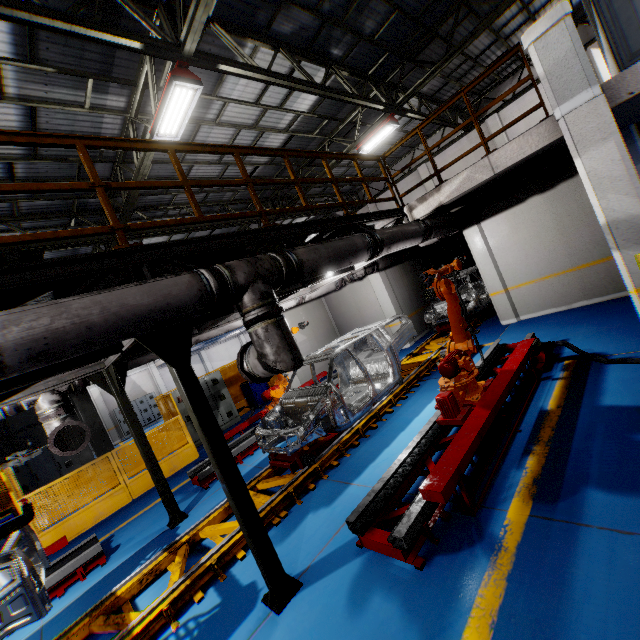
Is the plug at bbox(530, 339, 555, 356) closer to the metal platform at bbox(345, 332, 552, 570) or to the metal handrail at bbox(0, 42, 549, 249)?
the metal platform at bbox(345, 332, 552, 570)

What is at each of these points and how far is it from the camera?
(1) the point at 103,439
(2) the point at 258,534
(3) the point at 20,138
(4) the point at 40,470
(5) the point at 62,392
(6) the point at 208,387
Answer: (1) metal pole, 9.63m
(2) metal pole, 3.53m
(3) metal handrail, 3.12m
(4) cabinet, 12.15m
(5) vent pipe, 6.04m
(6) cabinet, 12.34m

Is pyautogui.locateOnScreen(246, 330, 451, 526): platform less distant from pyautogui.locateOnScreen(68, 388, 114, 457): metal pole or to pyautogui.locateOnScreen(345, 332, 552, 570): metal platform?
pyautogui.locateOnScreen(345, 332, 552, 570): metal platform

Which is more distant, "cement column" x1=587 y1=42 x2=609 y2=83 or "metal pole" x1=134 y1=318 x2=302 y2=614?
"cement column" x1=587 y1=42 x2=609 y2=83

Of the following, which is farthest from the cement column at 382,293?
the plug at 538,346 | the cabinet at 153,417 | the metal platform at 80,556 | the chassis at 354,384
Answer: the cabinet at 153,417

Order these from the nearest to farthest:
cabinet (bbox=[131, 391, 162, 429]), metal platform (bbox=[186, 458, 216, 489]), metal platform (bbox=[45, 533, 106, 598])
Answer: metal platform (bbox=[45, 533, 106, 598])
metal platform (bbox=[186, 458, 216, 489])
cabinet (bbox=[131, 391, 162, 429])

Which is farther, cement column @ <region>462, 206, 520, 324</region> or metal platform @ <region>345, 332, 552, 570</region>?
cement column @ <region>462, 206, 520, 324</region>

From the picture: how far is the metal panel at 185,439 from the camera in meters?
9.7
